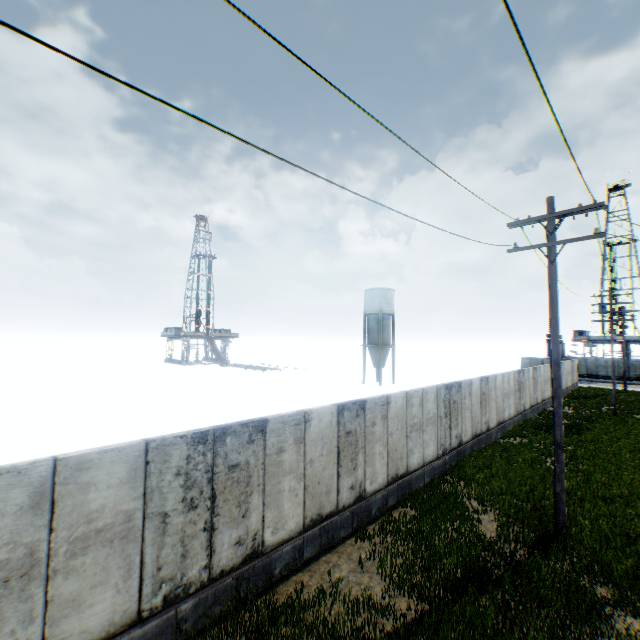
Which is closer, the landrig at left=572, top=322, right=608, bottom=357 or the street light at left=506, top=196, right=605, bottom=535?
the street light at left=506, top=196, right=605, bottom=535

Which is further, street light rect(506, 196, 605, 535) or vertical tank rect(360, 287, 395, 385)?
vertical tank rect(360, 287, 395, 385)

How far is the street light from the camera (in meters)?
8.89

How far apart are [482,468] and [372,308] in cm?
2997

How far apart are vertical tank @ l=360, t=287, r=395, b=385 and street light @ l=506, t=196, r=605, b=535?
A: 31.32m

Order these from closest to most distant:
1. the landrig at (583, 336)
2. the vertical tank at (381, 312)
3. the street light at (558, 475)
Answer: the street light at (558, 475) < the vertical tank at (381, 312) < the landrig at (583, 336)

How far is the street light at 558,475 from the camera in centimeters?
889cm

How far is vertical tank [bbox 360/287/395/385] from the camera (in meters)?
41.84
